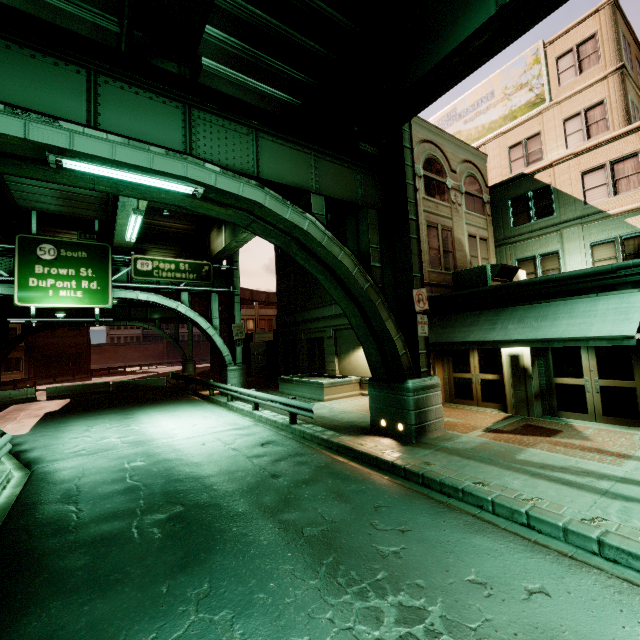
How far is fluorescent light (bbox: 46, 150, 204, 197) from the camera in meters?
5.4 m

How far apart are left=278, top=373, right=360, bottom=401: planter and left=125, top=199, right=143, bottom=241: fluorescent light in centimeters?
1072cm

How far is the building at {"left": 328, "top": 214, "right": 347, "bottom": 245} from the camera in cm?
1873

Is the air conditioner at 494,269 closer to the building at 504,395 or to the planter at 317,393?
the building at 504,395

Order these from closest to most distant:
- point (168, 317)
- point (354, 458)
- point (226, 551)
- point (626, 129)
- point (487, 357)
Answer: point (226, 551) → point (354, 458) → point (487, 357) → point (626, 129) → point (168, 317)

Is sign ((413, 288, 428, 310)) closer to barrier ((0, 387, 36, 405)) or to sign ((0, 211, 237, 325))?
sign ((0, 211, 237, 325))

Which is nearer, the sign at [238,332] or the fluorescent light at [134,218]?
the fluorescent light at [134,218]

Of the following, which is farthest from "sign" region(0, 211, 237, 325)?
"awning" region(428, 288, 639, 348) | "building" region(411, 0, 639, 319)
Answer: "awning" region(428, 288, 639, 348)
